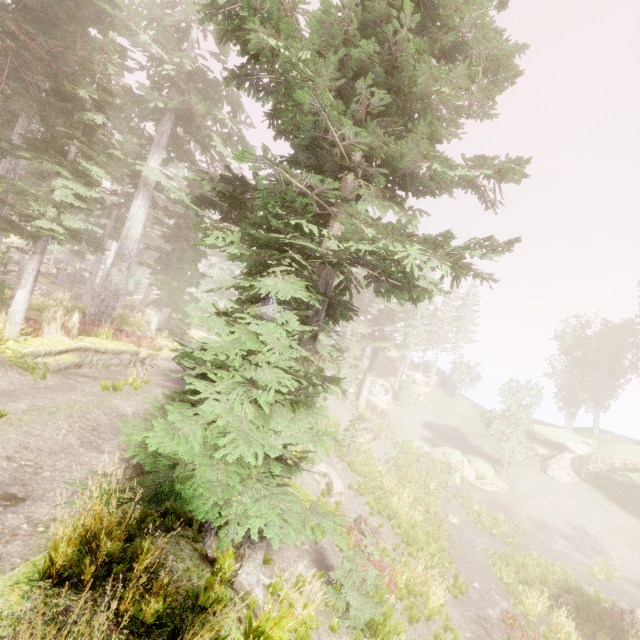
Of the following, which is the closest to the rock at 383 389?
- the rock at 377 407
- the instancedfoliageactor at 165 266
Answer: the instancedfoliageactor at 165 266

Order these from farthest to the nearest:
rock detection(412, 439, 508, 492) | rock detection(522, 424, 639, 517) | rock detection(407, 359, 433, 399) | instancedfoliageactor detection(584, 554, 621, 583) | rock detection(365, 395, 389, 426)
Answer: rock detection(407, 359, 433, 399)
rock detection(365, 395, 389, 426)
rock detection(412, 439, 508, 492)
rock detection(522, 424, 639, 517)
instancedfoliageactor detection(584, 554, 621, 583)

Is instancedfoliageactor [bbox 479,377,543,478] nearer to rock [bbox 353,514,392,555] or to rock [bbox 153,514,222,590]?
rock [bbox 153,514,222,590]

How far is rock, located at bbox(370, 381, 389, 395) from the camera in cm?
4084

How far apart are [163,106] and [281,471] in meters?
15.8

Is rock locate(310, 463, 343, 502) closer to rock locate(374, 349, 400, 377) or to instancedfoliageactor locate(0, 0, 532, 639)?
instancedfoliageactor locate(0, 0, 532, 639)

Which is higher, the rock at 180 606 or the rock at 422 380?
the rock at 422 380

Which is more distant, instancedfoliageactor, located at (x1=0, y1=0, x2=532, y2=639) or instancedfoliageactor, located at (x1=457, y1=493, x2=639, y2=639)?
instancedfoliageactor, located at (x1=457, y1=493, x2=639, y2=639)
